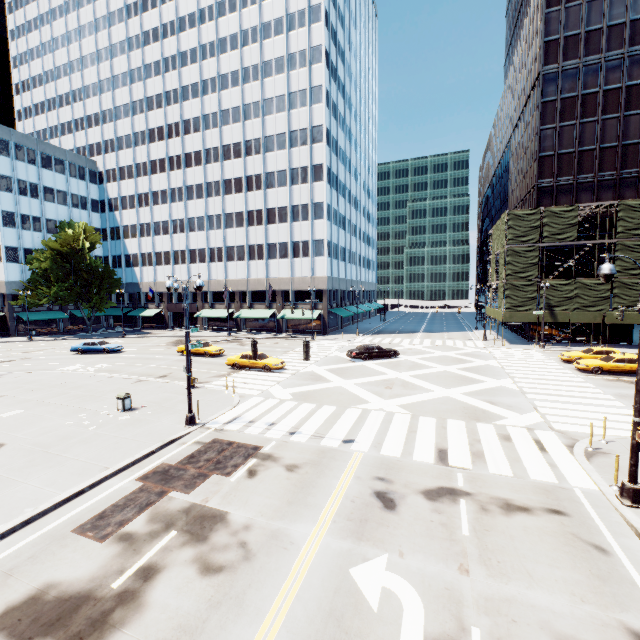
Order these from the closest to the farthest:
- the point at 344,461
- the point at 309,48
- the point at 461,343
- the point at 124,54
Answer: the point at 344,461
the point at 461,343
the point at 309,48
the point at 124,54

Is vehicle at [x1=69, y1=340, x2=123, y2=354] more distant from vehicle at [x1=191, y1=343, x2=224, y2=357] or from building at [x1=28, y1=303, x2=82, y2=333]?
building at [x1=28, y1=303, x2=82, y2=333]

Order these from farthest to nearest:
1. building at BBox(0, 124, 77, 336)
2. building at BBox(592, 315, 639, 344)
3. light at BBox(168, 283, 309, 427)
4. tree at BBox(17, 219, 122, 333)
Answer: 1. building at BBox(0, 124, 77, 336)
2. tree at BBox(17, 219, 122, 333)
3. building at BBox(592, 315, 639, 344)
4. light at BBox(168, 283, 309, 427)

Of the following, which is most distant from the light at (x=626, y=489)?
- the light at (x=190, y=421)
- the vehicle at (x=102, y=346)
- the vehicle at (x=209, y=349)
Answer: the vehicle at (x=102, y=346)

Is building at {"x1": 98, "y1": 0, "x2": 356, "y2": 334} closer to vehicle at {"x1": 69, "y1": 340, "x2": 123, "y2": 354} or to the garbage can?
vehicle at {"x1": 69, "y1": 340, "x2": 123, "y2": 354}

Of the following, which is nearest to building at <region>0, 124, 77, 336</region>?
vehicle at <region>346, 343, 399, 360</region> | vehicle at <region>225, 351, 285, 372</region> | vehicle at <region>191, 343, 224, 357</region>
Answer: vehicle at <region>191, 343, 224, 357</region>

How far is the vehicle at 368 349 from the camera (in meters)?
30.34

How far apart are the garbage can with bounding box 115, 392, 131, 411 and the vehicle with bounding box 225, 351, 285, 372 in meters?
10.1
